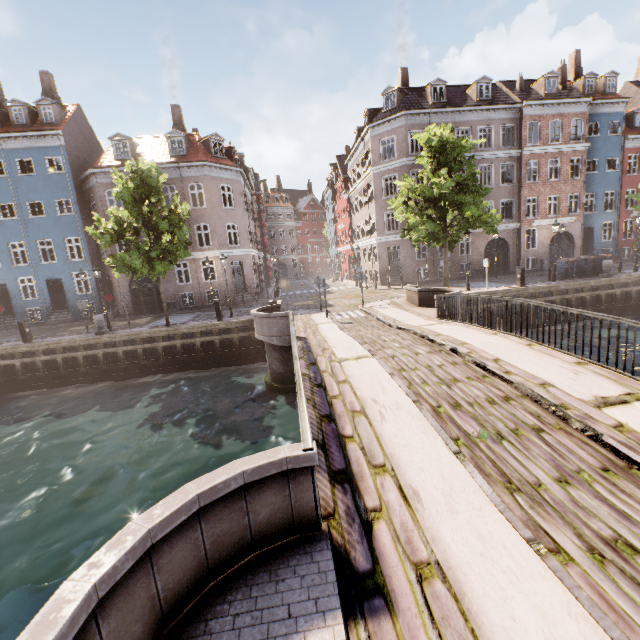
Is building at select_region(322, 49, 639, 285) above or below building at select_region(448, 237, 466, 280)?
above

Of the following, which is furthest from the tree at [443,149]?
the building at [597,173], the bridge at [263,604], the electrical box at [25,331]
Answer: the electrical box at [25,331]

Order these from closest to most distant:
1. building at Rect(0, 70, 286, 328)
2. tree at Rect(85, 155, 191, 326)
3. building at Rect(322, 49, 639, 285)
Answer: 1. tree at Rect(85, 155, 191, 326)
2. building at Rect(0, 70, 286, 328)
3. building at Rect(322, 49, 639, 285)

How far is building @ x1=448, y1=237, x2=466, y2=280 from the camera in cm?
2830

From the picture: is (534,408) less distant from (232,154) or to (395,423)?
(395,423)

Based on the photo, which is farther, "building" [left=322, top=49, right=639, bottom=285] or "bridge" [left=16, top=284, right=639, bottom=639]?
"building" [left=322, top=49, right=639, bottom=285]

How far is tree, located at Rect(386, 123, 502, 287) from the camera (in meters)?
16.53

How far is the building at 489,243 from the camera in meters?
28.3 m
